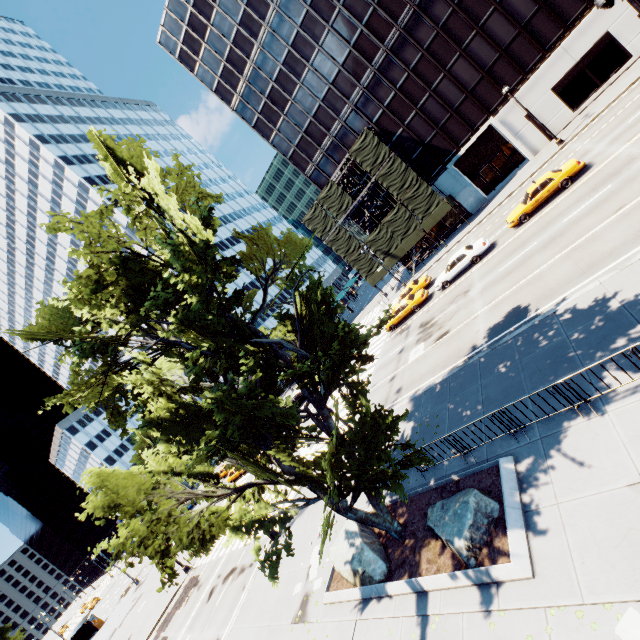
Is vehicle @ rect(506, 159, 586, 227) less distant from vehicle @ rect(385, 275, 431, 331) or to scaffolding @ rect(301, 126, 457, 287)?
vehicle @ rect(385, 275, 431, 331)

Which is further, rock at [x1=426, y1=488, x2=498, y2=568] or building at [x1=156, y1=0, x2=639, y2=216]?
building at [x1=156, y1=0, x2=639, y2=216]

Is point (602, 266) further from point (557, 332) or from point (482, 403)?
point (482, 403)

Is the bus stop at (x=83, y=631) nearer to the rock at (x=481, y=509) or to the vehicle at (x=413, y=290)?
the vehicle at (x=413, y=290)

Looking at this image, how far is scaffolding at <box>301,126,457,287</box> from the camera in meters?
35.5

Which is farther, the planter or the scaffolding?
the scaffolding

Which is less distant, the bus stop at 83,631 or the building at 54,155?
the bus stop at 83,631

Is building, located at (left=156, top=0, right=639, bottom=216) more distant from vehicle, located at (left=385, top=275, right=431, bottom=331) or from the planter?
the planter
